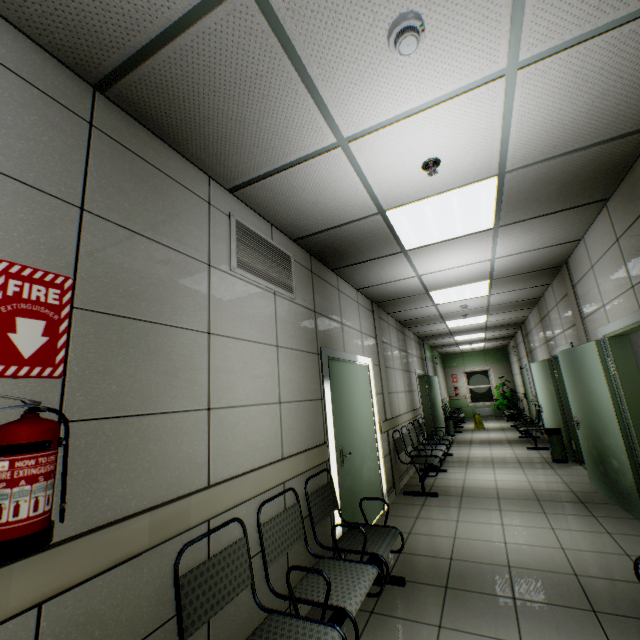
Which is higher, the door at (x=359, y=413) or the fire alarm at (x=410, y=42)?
the fire alarm at (x=410, y=42)

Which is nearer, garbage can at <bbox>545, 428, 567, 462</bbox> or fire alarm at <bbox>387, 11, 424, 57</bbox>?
fire alarm at <bbox>387, 11, 424, 57</bbox>

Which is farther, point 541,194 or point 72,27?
point 541,194

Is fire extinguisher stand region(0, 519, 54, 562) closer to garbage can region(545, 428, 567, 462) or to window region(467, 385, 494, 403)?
garbage can region(545, 428, 567, 462)

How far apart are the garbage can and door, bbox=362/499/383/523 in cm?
426

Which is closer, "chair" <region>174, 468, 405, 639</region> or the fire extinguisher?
the fire extinguisher

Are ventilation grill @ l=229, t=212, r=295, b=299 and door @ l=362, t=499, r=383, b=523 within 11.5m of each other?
yes

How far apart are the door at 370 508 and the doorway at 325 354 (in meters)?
0.02
